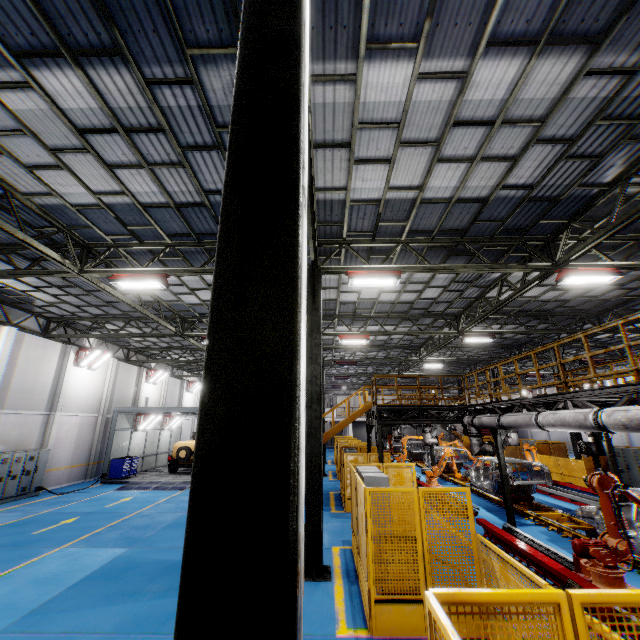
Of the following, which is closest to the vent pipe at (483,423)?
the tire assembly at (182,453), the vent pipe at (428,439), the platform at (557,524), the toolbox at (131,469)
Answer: the platform at (557,524)

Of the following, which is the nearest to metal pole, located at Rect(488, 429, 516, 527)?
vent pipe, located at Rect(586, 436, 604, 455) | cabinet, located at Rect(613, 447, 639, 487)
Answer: vent pipe, located at Rect(586, 436, 604, 455)

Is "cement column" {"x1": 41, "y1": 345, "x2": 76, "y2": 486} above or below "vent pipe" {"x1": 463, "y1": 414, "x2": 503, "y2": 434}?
below

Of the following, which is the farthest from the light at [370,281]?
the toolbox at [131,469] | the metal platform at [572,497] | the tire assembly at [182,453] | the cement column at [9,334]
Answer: the toolbox at [131,469]

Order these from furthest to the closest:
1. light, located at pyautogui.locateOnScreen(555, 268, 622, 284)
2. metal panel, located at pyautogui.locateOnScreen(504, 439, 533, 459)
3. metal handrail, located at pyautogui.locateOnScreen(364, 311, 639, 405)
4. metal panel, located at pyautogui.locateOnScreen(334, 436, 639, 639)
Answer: metal panel, located at pyautogui.locateOnScreen(504, 439, 533, 459) → light, located at pyautogui.locateOnScreen(555, 268, 622, 284) → metal handrail, located at pyautogui.locateOnScreen(364, 311, 639, 405) → metal panel, located at pyautogui.locateOnScreen(334, 436, 639, 639)

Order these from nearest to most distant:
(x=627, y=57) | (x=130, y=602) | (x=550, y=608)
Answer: (x=550, y=608), (x=627, y=57), (x=130, y=602)

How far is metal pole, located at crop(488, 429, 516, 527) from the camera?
10.9 meters

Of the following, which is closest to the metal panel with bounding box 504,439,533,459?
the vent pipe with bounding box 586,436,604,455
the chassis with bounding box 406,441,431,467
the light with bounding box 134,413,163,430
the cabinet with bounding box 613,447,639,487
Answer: the cabinet with bounding box 613,447,639,487
